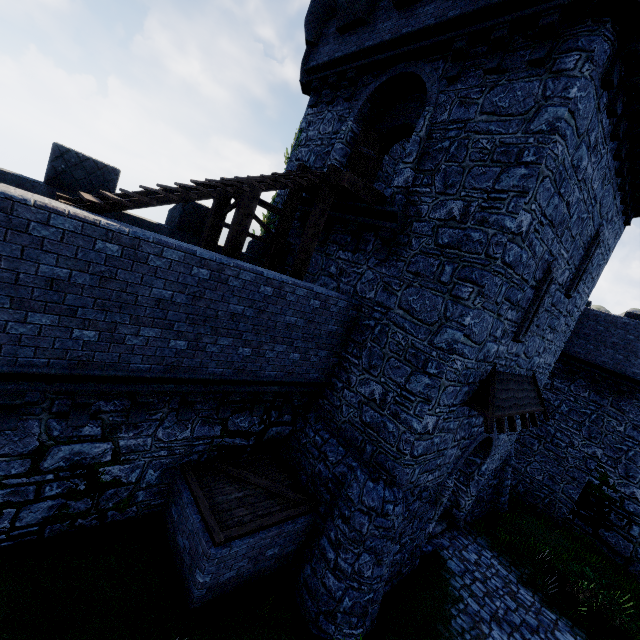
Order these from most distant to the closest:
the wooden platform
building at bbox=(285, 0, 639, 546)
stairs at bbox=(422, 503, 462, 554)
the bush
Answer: stairs at bbox=(422, 503, 462, 554) → the bush → the wooden platform → building at bbox=(285, 0, 639, 546)

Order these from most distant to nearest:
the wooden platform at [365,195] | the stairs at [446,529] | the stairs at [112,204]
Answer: the stairs at [446,529], the wooden platform at [365,195], the stairs at [112,204]

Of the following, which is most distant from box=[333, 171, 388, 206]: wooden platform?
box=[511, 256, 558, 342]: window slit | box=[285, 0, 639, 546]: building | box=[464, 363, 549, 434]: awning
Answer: box=[464, 363, 549, 434]: awning

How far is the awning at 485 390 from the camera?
8.3 meters

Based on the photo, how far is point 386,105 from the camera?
10.8m

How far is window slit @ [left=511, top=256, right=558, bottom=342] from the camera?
8.8m

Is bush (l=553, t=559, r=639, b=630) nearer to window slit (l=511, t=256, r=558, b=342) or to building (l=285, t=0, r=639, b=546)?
building (l=285, t=0, r=639, b=546)

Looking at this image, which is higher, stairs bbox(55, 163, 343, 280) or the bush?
stairs bbox(55, 163, 343, 280)
